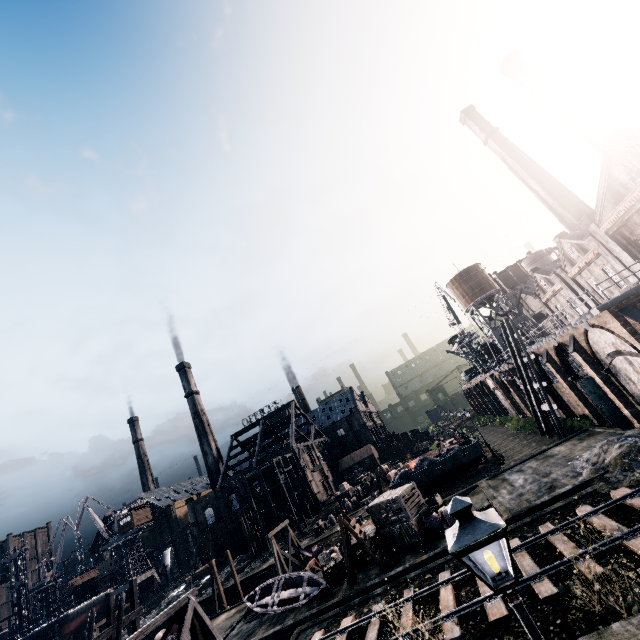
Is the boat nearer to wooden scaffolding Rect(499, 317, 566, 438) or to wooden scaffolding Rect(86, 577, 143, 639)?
wooden scaffolding Rect(86, 577, 143, 639)

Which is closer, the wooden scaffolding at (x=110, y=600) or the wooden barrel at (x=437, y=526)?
the wooden scaffolding at (x=110, y=600)

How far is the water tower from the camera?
52.9 meters

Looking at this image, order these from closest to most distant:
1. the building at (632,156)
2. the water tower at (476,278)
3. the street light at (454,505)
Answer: the street light at (454,505) → the building at (632,156) → the water tower at (476,278)

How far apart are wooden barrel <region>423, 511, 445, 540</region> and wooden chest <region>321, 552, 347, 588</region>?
6.83m

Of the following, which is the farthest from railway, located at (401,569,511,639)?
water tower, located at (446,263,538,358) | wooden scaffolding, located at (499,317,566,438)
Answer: water tower, located at (446,263,538,358)

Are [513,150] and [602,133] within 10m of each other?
no

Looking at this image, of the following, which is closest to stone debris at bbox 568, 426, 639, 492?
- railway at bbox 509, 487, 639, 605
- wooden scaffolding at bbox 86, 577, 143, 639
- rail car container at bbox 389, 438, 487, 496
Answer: railway at bbox 509, 487, 639, 605
